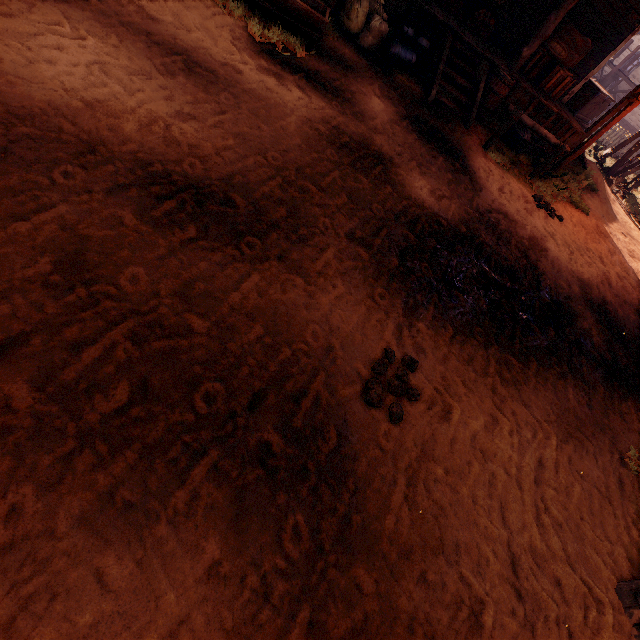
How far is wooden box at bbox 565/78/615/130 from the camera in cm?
1014

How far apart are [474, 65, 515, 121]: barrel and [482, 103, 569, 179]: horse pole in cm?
125

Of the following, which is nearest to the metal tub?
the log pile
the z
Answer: the z

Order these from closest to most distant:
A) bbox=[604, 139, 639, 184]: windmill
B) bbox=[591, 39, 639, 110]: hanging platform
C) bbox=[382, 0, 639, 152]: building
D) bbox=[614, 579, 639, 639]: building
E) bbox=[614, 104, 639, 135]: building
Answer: bbox=[614, 579, 639, 639]: building, bbox=[382, 0, 639, 152]: building, bbox=[604, 139, 639, 184]: windmill, bbox=[591, 39, 639, 110]: hanging platform, bbox=[614, 104, 639, 135]: building

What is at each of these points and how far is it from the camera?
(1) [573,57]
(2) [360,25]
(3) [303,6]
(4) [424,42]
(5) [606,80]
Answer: (1) wooden box, 8.22m
(2) burlap sack, 6.76m
(3) horse trough, 5.03m
(4) milk container, 7.21m
(5) hanging platform, 20.14m

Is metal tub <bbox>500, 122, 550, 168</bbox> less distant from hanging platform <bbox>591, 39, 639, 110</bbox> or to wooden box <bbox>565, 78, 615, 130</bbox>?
wooden box <bbox>565, 78, 615, 130</bbox>

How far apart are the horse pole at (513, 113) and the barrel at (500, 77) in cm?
125

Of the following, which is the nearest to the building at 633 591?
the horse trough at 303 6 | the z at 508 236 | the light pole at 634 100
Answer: the z at 508 236
